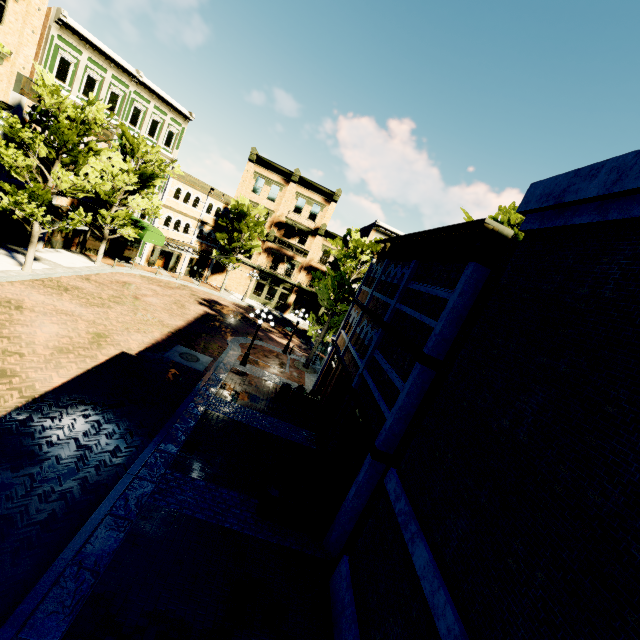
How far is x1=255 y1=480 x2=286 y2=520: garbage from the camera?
8.9 meters

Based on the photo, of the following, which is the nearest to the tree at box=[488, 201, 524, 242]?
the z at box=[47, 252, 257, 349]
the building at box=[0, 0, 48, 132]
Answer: the z at box=[47, 252, 257, 349]

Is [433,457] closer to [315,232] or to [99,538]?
[99,538]

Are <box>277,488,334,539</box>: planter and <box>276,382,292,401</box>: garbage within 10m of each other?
yes

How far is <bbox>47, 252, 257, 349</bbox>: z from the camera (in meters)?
20.19

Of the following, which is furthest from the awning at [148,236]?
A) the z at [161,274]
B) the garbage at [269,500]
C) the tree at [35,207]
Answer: the garbage at [269,500]

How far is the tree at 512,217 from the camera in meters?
20.4 m

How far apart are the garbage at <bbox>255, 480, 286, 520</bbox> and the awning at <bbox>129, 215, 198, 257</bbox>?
23.60m
